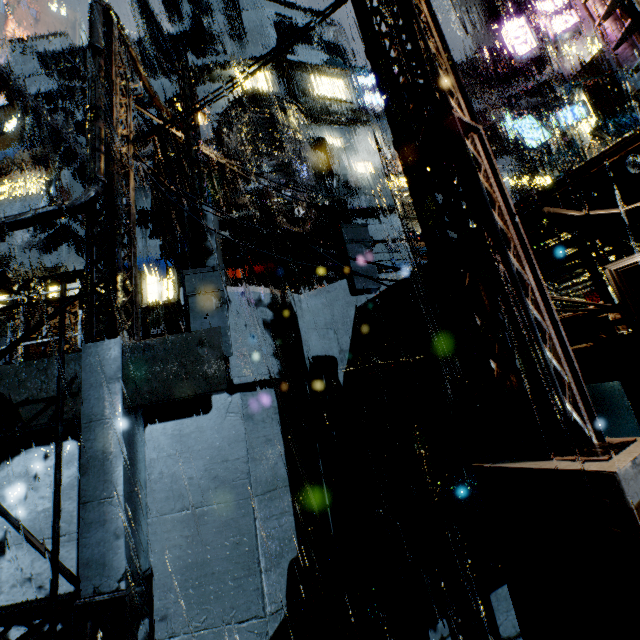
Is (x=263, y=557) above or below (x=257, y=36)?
below

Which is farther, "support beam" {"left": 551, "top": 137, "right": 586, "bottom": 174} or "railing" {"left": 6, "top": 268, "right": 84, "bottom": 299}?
"support beam" {"left": 551, "top": 137, "right": 586, "bottom": 174}

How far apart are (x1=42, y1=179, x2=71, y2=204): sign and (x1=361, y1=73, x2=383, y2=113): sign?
25.7 meters

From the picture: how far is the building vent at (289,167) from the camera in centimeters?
1723cm

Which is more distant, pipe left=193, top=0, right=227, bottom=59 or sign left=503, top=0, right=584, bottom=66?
pipe left=193, top=0, right=227, bottom=59

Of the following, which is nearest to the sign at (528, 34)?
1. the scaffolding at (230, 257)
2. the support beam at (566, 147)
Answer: the support beam at (566, 147)

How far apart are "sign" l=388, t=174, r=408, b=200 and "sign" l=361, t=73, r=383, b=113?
9.00m

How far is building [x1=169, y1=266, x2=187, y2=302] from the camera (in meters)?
30.01
